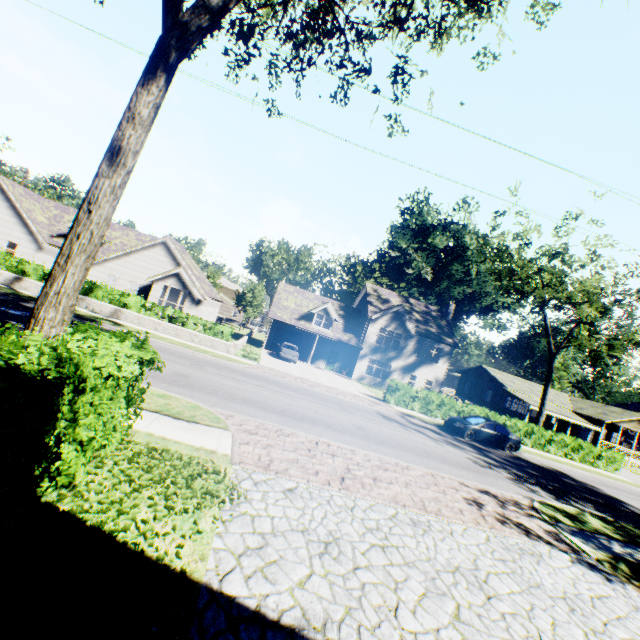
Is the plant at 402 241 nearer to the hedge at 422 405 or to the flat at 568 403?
the flat at 568 403

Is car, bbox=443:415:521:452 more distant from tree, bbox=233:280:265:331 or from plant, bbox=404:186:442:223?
plant, bbox=404:186:442:223

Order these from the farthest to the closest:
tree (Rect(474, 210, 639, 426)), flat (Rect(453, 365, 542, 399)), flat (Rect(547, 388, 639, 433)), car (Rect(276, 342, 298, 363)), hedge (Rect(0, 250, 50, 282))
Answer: flat (Rect(453, 365, 542, 399))
flat (Rect(547, 388, 639, 433))
car (Rect(276, 342, 298, 363))
tree (Rect(474, 210, 639, 426))
hedge (Rect(0, 250, 50, 282))

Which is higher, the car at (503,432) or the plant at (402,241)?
the plant at (402,241)

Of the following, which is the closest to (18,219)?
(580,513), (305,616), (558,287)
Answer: (305,616)

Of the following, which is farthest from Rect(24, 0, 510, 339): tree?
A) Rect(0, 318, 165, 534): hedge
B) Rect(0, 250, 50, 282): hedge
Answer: Rect(0, 250, 50, 282): hedge

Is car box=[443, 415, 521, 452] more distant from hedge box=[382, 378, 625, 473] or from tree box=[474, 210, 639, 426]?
tree box=[474, 210, 639, 426]

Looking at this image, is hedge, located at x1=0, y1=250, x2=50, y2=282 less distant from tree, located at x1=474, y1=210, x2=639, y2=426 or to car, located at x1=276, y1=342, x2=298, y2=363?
tree, located at x1=474, y1=210, x2=639, y2=426
